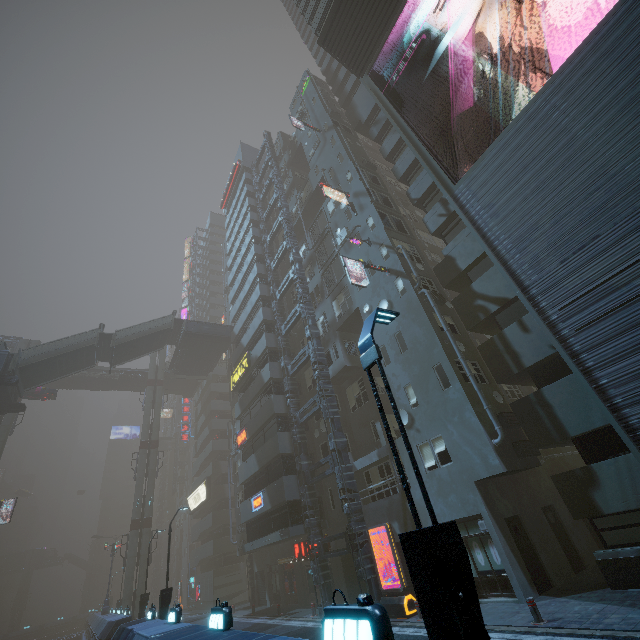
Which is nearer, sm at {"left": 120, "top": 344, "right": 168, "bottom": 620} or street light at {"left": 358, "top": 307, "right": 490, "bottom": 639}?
street light at {"left": 358, "top": 307, "right": 490, "bottom": 639}

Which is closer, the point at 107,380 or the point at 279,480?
the point at 279,480

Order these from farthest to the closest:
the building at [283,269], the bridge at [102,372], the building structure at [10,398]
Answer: the bridge at [102,372]
the building at [283,269]
the building structure at [10,398]

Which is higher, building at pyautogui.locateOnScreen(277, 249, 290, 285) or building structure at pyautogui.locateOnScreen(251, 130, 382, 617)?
building at pyautogui.locateOnScreen(277, 249, 290, 285)

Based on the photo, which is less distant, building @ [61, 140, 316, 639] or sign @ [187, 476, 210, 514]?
building @ [61, 140, 316, 639]

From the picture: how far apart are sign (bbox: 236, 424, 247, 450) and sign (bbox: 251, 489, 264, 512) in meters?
4.4

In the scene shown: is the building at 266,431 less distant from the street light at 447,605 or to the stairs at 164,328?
the street light at 447,605

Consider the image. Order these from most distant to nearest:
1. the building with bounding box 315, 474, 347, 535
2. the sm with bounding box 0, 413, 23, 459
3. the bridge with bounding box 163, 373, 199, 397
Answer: the bridge with bounding box 163, 373, 199, 397 < the sm with bounding box 0, 413, 23, 459 < the building with bounding box 315, 474, 347, 535
